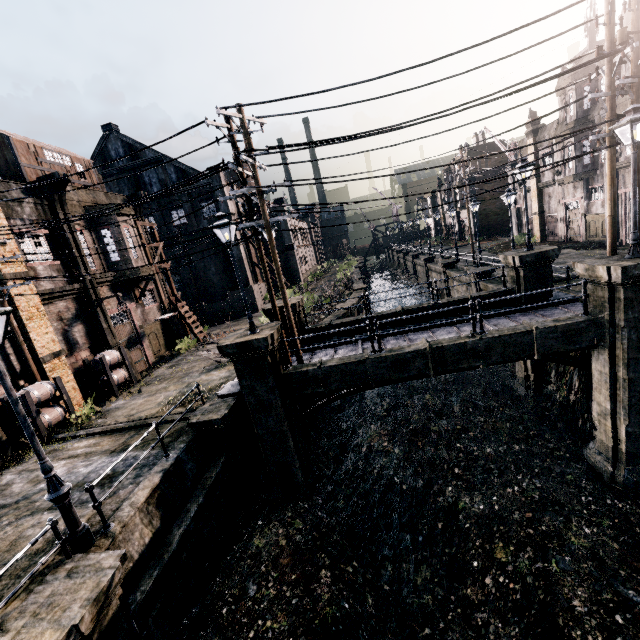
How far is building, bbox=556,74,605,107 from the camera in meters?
23.6

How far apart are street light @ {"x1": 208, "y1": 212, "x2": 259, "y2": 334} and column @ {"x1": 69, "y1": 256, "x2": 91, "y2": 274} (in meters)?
11.64

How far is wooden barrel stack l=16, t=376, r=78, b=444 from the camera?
13.3 meters

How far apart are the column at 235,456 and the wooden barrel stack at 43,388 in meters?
7.0 m

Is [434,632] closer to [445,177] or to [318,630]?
[318,630]

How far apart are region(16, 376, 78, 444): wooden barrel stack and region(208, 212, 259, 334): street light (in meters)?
9.84

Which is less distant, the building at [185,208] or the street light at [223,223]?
the street light at [223,223]

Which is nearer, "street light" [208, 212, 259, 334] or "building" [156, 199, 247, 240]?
"street light" [208, 212, 259, 334]
